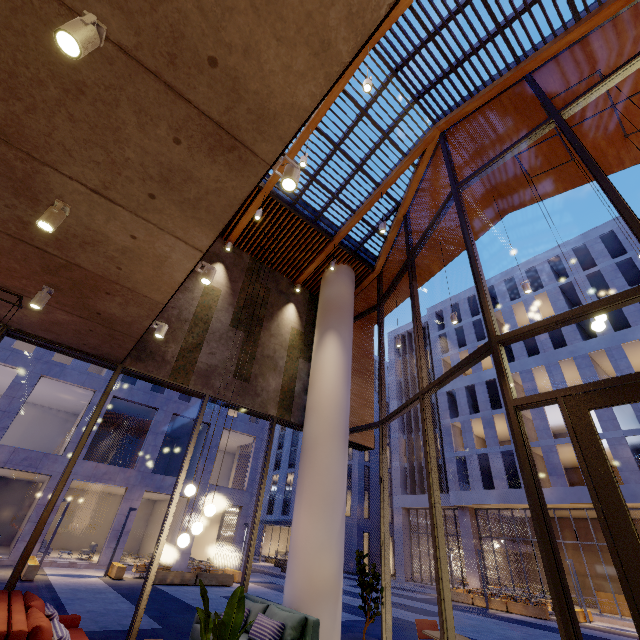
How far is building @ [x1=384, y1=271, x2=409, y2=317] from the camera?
12.19m

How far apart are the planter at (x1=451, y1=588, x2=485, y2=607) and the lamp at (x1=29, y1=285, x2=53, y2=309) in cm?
2682

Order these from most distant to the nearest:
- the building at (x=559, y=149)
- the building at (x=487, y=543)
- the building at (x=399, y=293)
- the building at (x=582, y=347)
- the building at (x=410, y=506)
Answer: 1. the building at (x=410, y=506)
2. the building at (x=487, y=543)
3. the building at (x=582, y=347)
4. the building at (x=399, y=293)
5. the building at (x=559, y=149)

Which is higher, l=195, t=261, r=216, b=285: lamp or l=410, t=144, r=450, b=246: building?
l=410, t=144, r=450, b=246: building

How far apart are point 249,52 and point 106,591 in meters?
17.6 m

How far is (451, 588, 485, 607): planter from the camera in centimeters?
1966cm

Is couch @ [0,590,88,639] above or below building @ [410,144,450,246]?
below

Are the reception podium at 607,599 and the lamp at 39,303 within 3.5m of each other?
no
